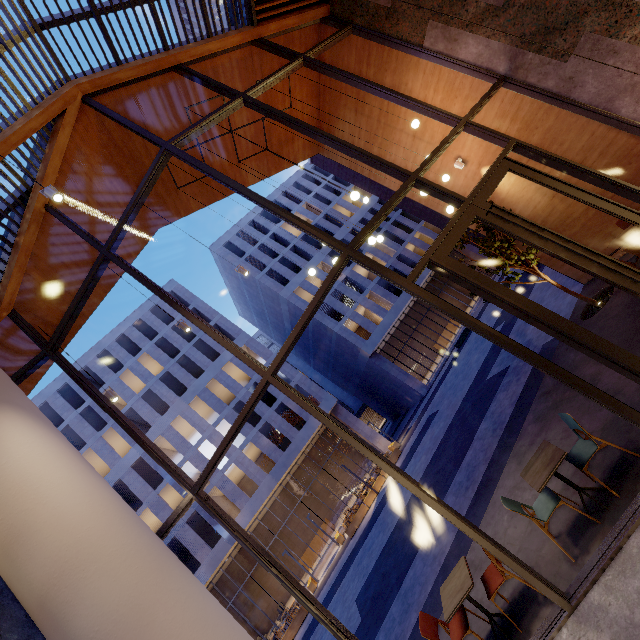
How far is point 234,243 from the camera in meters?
35.4 m

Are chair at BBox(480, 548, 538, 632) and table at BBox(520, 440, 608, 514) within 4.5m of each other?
yes

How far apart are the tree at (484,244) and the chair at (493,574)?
5.96m

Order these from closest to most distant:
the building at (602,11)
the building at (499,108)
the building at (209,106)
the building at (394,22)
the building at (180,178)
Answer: the building at (602,11) → the building at (394,22) → the building at (499,108) → the building at (209,106) → the building at (180,178)

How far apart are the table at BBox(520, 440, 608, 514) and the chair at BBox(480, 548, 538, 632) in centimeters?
103cm

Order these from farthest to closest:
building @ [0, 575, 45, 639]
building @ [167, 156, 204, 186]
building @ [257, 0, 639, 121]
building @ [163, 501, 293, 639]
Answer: building @ [163, 501, 293, 639] → building @ [167, 156, 204, 186] → building @ [257, 0, 639, 121] → building @ [0, 575, 45, 639]

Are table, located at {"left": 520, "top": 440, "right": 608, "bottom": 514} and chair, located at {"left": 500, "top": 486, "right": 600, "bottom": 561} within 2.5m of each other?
yes

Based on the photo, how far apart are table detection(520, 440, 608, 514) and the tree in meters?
4.7
